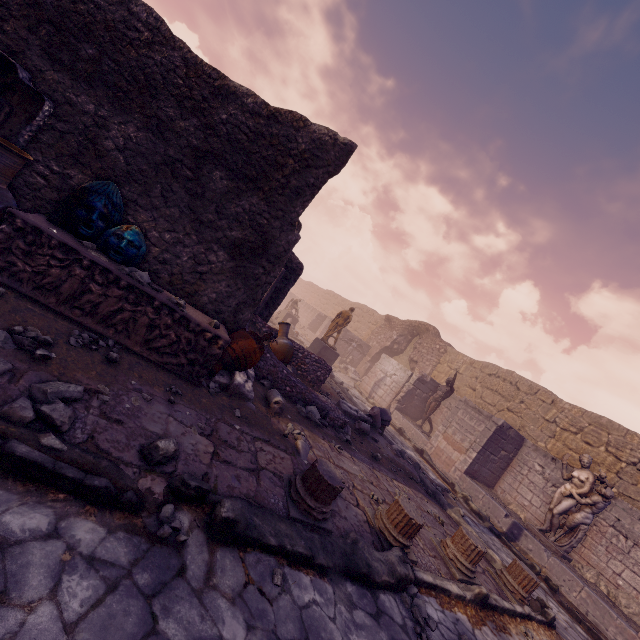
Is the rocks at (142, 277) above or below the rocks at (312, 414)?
above

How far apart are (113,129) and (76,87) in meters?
0.5

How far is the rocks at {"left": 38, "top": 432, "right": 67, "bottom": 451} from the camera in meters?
2.4 m

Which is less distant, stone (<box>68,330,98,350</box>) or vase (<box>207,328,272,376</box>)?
stone (<box>68,330,98,350</box>)

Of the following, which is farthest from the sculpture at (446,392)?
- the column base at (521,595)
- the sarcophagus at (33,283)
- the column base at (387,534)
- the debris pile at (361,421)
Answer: the sarcophagus at (33,283)

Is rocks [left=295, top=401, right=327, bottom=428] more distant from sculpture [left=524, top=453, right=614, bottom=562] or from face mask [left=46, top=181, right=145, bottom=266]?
sculpture [left=524, top=453, right=614, bottom=562]

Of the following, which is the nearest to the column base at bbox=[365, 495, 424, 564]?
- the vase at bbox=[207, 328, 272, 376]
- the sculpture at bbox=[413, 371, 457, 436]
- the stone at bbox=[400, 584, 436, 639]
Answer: the stone at bbox=[400, 584, 436, 639]

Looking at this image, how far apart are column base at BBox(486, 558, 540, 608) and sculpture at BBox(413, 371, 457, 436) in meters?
8.0 m
